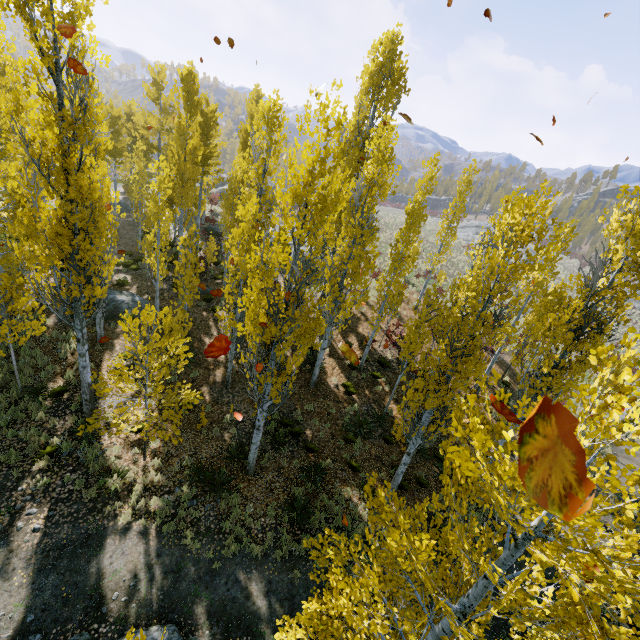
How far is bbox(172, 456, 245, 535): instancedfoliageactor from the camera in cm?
935

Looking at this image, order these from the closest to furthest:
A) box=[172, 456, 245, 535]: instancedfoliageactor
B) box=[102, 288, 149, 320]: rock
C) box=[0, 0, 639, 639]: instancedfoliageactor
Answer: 1. box=[0, 0, 639, 639]: instancedfoliageactor
2. box=[172, 456, 245, 535]: instancedfoliageactor
3. box=[102, 288, 149, 320]: rock

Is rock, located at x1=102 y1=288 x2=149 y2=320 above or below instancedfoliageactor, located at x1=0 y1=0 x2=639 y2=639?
below

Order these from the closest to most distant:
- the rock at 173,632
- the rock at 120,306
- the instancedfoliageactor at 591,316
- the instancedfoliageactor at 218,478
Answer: the instancedfoliageactor at 591,316, the rock at 173,632, the instancedfoliageactor at 218,478, the rock at 120,306

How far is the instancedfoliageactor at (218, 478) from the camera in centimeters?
935cm

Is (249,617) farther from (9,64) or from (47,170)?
(9,64)

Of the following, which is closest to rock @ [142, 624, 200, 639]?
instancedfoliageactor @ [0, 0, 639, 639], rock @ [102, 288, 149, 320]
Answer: instancedfoliageactor @ [0, 0, 639, 639]

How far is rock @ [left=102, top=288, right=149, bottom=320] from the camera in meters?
15.9 m
